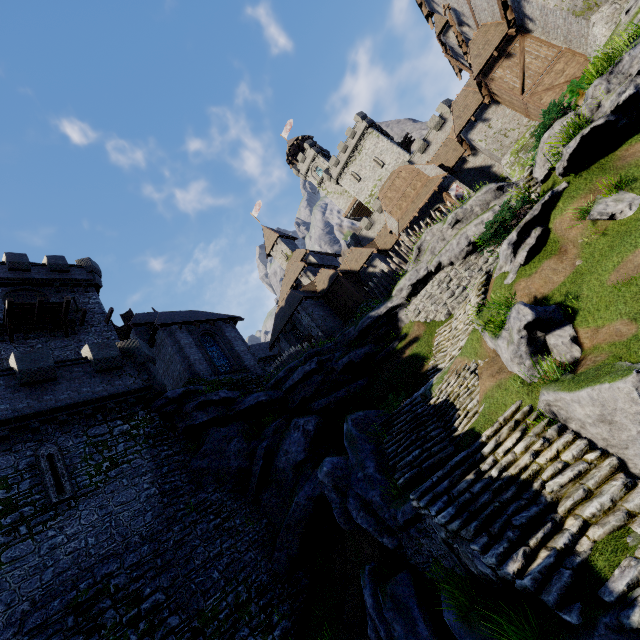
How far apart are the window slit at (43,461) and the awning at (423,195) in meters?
27.0 m

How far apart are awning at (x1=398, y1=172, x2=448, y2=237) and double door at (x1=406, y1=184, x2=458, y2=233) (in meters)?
0.45

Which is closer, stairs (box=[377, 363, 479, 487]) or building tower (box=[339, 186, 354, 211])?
stairs (box=[377, 363, 479, 487])

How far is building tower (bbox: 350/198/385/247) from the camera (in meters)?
46.38

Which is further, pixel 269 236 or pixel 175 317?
pixel 269 236

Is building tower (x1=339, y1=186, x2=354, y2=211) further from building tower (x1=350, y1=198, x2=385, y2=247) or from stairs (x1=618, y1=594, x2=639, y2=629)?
stairs (x1=618, y1=594, x2=639, y2=629)

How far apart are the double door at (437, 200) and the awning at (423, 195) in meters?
0.5 m

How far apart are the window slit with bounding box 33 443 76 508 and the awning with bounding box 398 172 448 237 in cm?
2696
